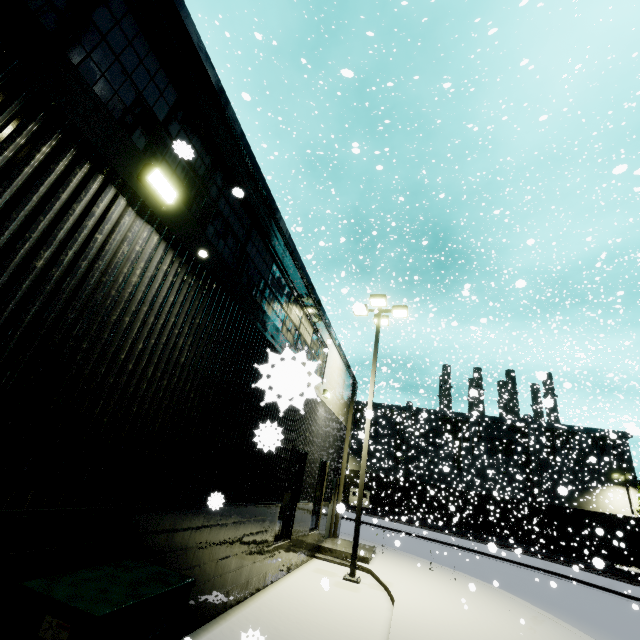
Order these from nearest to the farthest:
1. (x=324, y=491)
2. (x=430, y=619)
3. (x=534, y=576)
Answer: (x=430, y=619) < (x=324, y=491) < (x=534, y=576)

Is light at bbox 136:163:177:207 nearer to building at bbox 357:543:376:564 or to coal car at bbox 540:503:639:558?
building at bbox 357:543:376:564

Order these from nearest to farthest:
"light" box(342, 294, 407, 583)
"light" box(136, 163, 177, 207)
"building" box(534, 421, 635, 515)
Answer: "light" box(136, 163, 177, 207) < "light" box(342, 294, 407, 583) < "building" box(534, 421, 635, 515)

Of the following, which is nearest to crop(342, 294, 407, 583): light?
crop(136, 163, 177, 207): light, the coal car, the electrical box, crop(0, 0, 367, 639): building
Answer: crop(0, 0, 367, 639): building

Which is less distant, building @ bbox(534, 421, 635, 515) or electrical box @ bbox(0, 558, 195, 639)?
electrical box @ bbox(0, 558, 195, 639)

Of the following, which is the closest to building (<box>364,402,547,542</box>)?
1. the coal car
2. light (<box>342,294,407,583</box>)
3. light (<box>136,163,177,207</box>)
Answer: light (<box>136,163,177,207</box>)

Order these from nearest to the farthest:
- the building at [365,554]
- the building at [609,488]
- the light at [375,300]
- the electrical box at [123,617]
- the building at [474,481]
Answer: the electrical box at [123,617], the light at [375,300], the building at [365,554], the building at [609,488], the building at [474,481]

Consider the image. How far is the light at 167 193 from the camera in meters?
4.0 m
